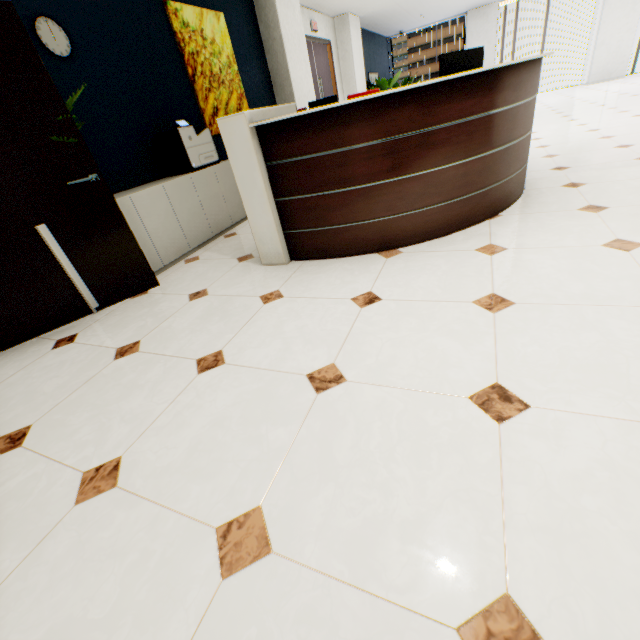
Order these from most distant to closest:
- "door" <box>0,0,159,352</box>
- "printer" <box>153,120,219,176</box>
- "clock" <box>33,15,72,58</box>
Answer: "printer" <box>153,120,219,176</box> → "clock" <box>33,15,72,58</box> → "door" <box>0,0,159,352</box>

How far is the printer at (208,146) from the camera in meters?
3.6 m

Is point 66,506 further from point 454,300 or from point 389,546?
point 454,300

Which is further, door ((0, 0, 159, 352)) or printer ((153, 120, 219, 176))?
printer ((153, 120, 219, 176))

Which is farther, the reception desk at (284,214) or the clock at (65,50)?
the clock at (65,50)

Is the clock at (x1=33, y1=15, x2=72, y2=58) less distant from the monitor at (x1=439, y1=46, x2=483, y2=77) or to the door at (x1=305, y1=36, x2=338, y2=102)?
the monitor at (x1=439, y1=46, x2=483, y2=77)

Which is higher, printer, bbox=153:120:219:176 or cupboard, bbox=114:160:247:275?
printer, bbox=153:120:219:176

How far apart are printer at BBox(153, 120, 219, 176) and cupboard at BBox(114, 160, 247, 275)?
0.0 meters
